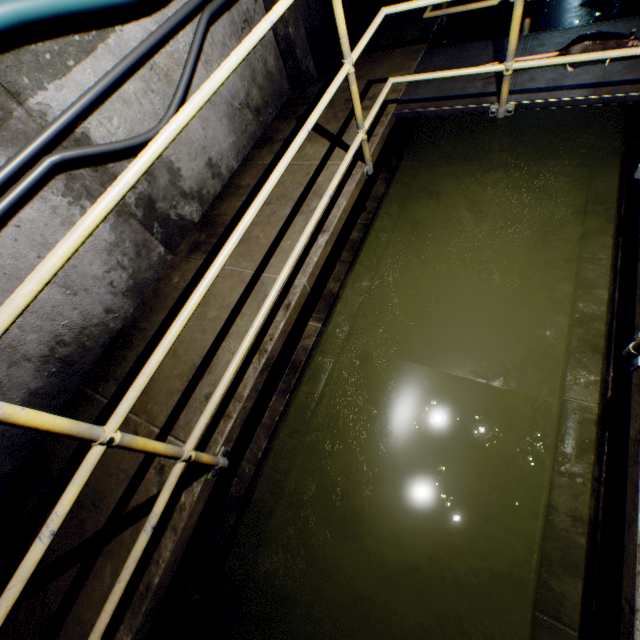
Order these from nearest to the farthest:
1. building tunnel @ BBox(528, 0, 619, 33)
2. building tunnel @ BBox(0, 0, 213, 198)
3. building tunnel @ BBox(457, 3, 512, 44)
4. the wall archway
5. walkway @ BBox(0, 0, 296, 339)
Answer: walkway @ BBox(0, 0, 296, 339), building tunnel @ BBox(0, 0, 213, 198), the wall archway, building tunnel @ BBox(528, 0, 619, 33), building tunnel @ BBox(457, 3, 512, 44)

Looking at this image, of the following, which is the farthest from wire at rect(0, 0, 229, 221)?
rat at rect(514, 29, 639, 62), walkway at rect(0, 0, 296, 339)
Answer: rat at rect(514, 29, 639, 62)

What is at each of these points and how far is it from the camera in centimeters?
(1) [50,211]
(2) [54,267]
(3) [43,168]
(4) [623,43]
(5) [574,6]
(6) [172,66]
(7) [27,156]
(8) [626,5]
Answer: (1) building tunnel, 202cm
(2) walkway, 93cm
(3) wire, 187cm
(4) rat, 228cm
(5) building tunnel, 463cm
(6) building tunnel, 248cm
(7) wire, 180cm
(8) stairs, 382cm

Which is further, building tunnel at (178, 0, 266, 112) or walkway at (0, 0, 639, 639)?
building tunnel at (178, 0, 266, 112)

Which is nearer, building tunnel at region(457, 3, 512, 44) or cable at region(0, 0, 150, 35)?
cable at region(0, 0, 150, 35)

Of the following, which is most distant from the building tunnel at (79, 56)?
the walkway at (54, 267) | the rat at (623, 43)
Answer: the rat at (623, 43)

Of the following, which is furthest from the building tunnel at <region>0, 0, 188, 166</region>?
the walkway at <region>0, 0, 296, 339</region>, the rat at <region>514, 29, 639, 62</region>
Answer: the rat at <region>514, 29, 639, 62</region>

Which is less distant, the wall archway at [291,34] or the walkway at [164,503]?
the walkway at [164,503]
